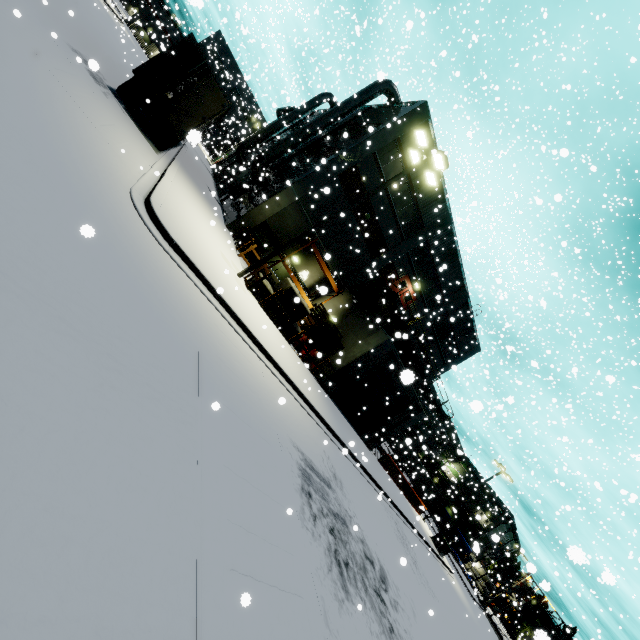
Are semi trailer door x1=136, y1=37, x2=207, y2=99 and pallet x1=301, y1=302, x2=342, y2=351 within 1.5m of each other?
no

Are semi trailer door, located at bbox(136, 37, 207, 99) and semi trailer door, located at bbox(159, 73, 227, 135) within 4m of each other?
yes

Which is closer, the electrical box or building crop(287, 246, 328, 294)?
building crop(287, 246, 328, 294)

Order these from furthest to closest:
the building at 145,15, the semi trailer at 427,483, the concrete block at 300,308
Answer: the semi trailer at 427,483 → the building at 145,15 → the concrete block at 300,308

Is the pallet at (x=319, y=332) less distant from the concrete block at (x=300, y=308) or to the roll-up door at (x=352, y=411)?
the concrete block at (x=300, y=308)

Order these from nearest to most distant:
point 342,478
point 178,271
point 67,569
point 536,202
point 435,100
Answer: point 67,569 < point 536,202 < point 178,271 < point 342,478 < point 435,100

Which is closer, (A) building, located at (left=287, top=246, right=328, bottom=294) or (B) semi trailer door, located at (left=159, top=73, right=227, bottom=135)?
(B) semi trailer door, located at (left=159, top=73, right=227, bottom=135)

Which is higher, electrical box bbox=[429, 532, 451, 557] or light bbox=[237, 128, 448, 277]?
light bbox=[237, 128, 448, 277]
